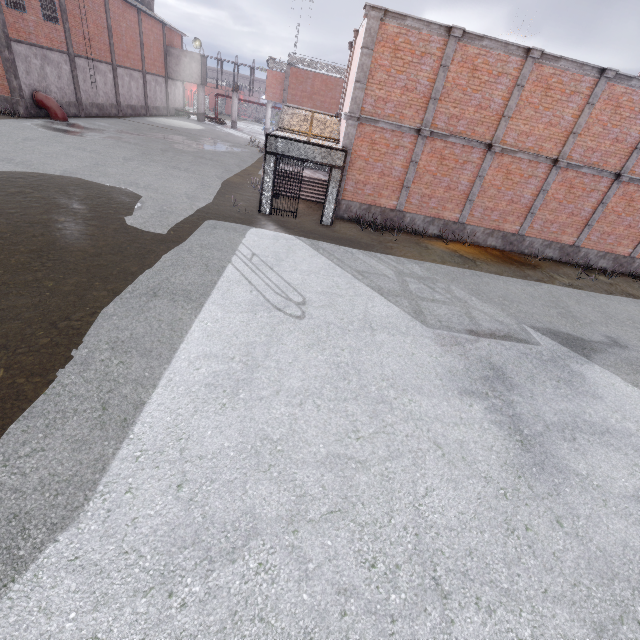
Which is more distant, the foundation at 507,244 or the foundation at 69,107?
the foundation at 69,107

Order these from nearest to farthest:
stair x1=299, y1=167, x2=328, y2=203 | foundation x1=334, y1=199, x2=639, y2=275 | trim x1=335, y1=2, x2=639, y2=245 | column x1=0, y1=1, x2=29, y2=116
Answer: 1. trim x1=335, y1=2, x2=639, y2=245
2. foundation x1=334, y1=199, x2=639, y2=275
3. stair x1=299, y1=167, x2=328, y2=203
4. column x1=0, y1=1, x2=29, y2=116

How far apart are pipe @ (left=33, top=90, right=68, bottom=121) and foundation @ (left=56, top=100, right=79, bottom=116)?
0.05m

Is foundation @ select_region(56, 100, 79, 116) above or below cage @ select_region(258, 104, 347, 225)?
below

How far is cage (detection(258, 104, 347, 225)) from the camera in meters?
11.9 m

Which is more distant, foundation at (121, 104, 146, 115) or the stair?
foundation at (121, 104, 146, 115)

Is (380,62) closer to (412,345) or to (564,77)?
(564,77)

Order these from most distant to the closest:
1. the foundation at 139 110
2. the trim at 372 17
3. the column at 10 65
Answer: the foundation at 139 110
the column at 10 65
the trim at 372 17
